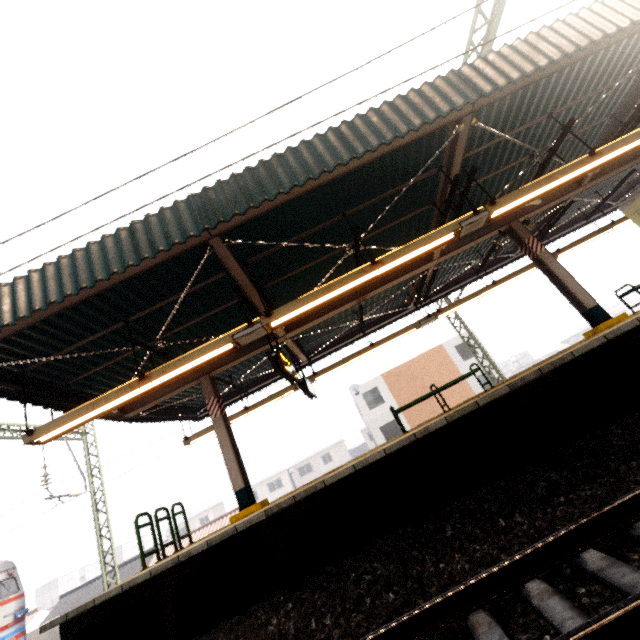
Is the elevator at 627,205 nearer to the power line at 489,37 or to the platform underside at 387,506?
the platform underside at 387,506

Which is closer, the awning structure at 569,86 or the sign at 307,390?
the awning structure at 569,86

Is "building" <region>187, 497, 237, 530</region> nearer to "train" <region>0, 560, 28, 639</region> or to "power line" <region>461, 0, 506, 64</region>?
"train" <region>0, 560, 28, 639</region>

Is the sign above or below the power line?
below

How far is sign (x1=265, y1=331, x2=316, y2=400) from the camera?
6.6m

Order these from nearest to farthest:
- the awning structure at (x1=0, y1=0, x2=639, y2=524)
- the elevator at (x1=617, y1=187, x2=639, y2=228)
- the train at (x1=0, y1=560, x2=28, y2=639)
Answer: the awning structure at (x1=0, y1=0, x2=639, y2=524)
the elevator at (x1=617, y1=187, x2=639, y2=228)
the train at (x1=0, y1=560, x2=28, y2=639)

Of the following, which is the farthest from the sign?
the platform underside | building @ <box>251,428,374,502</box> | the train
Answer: building @ <box>251,428,374,502</box>

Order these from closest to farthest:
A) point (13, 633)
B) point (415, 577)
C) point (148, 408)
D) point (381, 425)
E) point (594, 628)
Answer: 1. point (594, 628)
2. point (415, 577)
3. point (148, 408)
4. point (13, 633)
5. point (381, 425)
